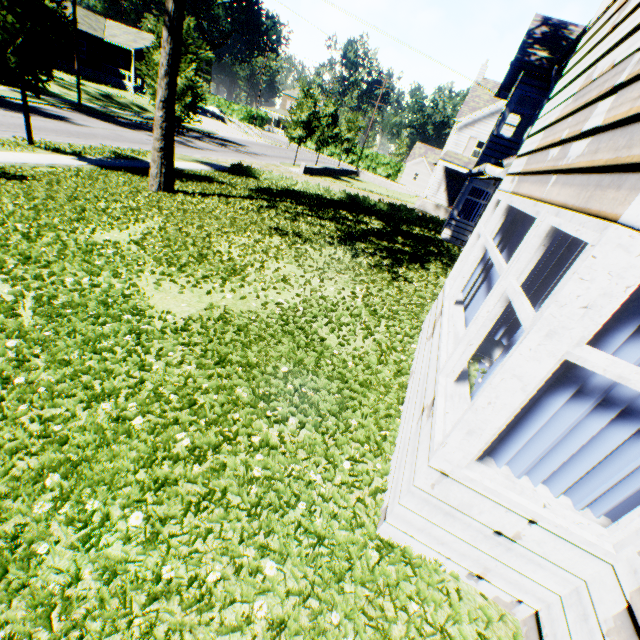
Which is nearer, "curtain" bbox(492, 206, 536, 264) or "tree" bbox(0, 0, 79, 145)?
"curtain" bbox(492, 206, 536, 264)

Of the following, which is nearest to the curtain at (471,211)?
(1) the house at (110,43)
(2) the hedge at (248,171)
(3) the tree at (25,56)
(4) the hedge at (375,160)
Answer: (2) the hedge at (248,171)

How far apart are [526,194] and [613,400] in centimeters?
200cm

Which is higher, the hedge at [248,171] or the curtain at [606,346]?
the curtain at [606,346]

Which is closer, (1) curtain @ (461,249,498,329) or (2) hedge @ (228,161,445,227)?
(1) curtain @ (461,249,498,329)

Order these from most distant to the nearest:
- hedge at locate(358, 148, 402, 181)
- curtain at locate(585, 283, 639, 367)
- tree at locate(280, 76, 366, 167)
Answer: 1. hedge at locate(358, 148, 402, 181)
2. tree at locate(280, 76, 366, 167)
3. curtain at locate(585, 283, 639, 367)

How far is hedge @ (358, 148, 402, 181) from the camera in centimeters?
5788cm

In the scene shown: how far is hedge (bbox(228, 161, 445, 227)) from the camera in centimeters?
1828cm
